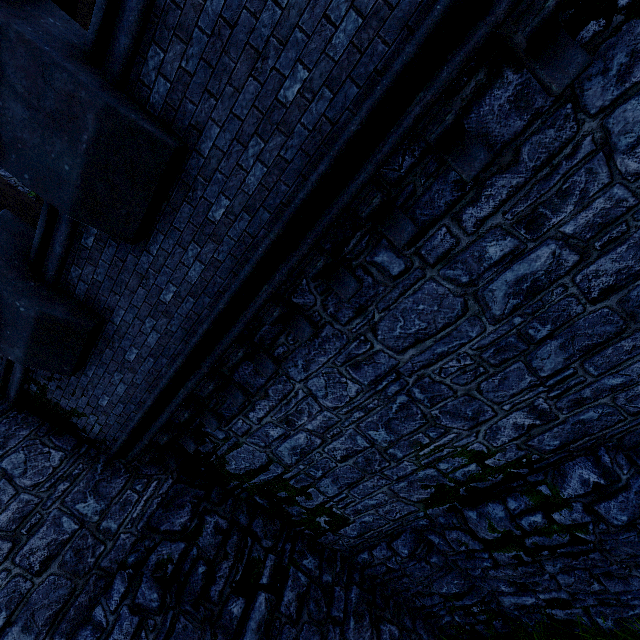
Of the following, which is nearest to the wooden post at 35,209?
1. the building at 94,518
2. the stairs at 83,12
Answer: the stairs at 83,12

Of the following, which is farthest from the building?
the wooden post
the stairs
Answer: the wooden post

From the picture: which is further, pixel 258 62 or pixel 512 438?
pixel 512 438

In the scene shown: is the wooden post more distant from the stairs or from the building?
the building

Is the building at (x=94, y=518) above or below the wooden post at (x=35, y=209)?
below

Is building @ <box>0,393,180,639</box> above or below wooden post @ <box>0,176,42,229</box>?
below
